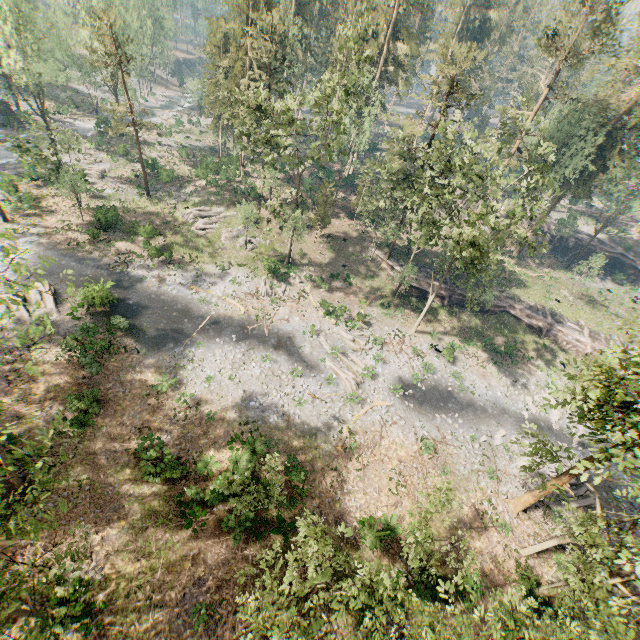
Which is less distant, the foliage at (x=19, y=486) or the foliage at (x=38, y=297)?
the foliage at (x=19, y=486)

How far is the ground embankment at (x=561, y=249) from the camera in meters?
52.3 m

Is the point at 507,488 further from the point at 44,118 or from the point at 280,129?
the point at 44,118

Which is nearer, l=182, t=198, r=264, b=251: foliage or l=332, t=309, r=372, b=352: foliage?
l=332, t=309, r=372, b=352: foliage

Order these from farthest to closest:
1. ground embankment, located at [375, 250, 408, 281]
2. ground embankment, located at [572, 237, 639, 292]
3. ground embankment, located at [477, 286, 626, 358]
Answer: ground embankment, located at [572, 237, 639, 292] → ground embankment, located at [375, 250, 408, 281] → ground embankment, located at [477, 286, 626, 358]

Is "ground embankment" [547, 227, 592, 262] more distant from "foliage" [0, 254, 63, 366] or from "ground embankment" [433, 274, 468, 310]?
A: "ground embankment" [433, 274, 468, 310]

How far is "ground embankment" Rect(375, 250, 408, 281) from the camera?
39.62m
